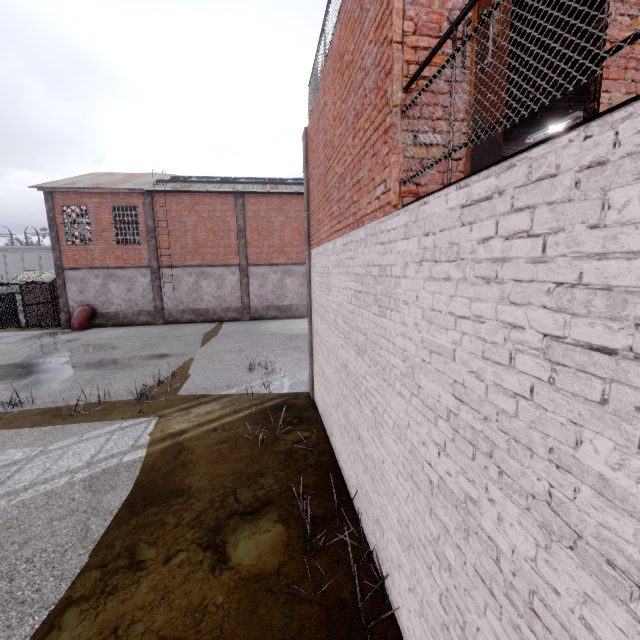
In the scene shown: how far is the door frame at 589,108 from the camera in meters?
3.1

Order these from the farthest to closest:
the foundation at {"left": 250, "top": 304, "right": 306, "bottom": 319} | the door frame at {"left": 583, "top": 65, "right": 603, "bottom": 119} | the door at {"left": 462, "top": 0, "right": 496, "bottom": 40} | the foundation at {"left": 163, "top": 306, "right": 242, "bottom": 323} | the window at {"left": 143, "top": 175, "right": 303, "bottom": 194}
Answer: the foundation at {"left": 250, "top": 304, "right": 306, "bottom": 319}, the foundation at {"left": 163, "top": 306, "right": 242, "bottom": 323}, the window at {"left": 143, "top": 175, "right": 303, "bottom": 194}, the door frame at {"left": 583, "top": 65, "right": 603, "bottom": 119}, the door at {"left": 462, "top": 0, "right": 496, "bottom": 40}

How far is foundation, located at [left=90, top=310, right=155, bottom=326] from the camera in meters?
22.1

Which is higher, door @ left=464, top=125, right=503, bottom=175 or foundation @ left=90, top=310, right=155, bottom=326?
door @ left=464, top=125, right=503, bottom=175

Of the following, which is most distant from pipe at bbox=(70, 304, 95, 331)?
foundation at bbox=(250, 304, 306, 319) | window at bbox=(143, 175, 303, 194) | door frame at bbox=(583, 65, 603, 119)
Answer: door frame at bbox=(583, 65, 603, 119)

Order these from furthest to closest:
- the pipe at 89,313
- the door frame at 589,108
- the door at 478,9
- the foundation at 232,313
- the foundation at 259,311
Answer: the foundation at 259,311, the foundation at 232,313, the pipe at 89,313, the door frame at 589,108, the door at 478,9

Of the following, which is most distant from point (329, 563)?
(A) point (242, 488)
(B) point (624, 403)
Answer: (B) point (624, 403)

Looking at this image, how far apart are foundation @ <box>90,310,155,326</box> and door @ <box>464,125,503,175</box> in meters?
23.6 m
